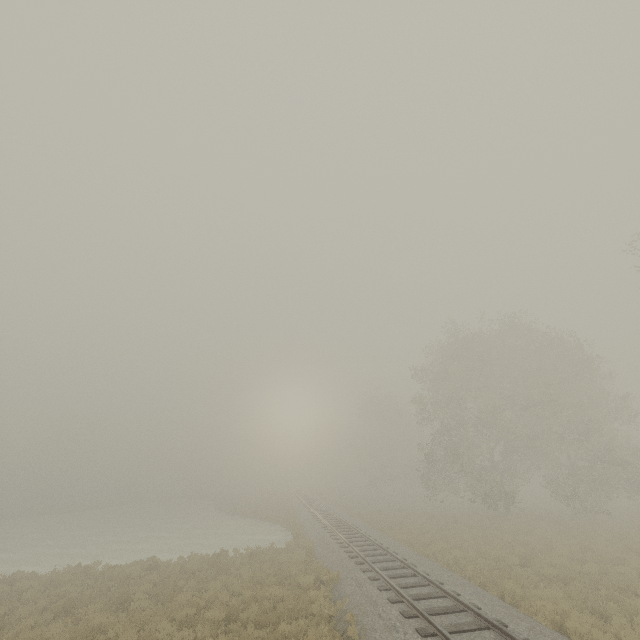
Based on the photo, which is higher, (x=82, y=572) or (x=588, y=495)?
(x=588, y=495)
